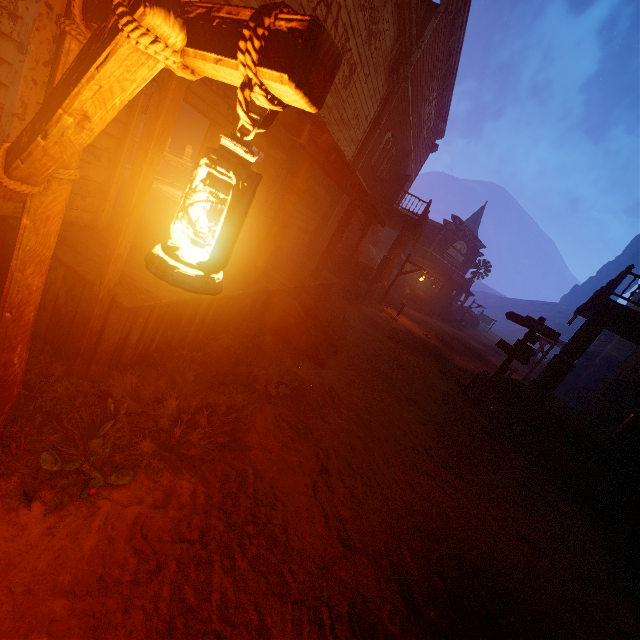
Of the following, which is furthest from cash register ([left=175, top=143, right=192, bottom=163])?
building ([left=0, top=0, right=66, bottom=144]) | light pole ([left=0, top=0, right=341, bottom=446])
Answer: light pole ([left=0, top=0, right=341, bottom=446])

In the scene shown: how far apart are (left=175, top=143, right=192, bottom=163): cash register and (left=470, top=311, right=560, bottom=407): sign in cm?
1237

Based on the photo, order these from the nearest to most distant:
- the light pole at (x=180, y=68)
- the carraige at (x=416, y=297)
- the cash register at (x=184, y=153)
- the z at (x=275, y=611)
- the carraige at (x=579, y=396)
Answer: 1. the light pole at (x=180, y=68)
2. the z at (x=275, y=611)
3. the cash register at (x=184, y=153)
4. the carraige at (x=579, y=396)
5. the carraige at (x=416, y=297)

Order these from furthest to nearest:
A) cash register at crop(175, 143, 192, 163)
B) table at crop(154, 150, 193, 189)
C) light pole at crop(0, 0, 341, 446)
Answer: cash register at crop(175, 143, 192, 163) < table at crop(154, 150, 193, 189) < light pole at crop(0, 0, 341, 446)

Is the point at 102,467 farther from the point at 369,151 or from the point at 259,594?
the point at 369,151

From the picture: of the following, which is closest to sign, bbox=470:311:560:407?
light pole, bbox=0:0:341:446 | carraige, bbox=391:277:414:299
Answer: light pole, bbox=0:0:341:446

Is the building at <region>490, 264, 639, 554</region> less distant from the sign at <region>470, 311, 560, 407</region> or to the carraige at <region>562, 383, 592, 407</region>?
the carraige at <region>562, 383, 592, 407</region>

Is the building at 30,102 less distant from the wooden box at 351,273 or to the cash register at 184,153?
the wooden box at 351,273
